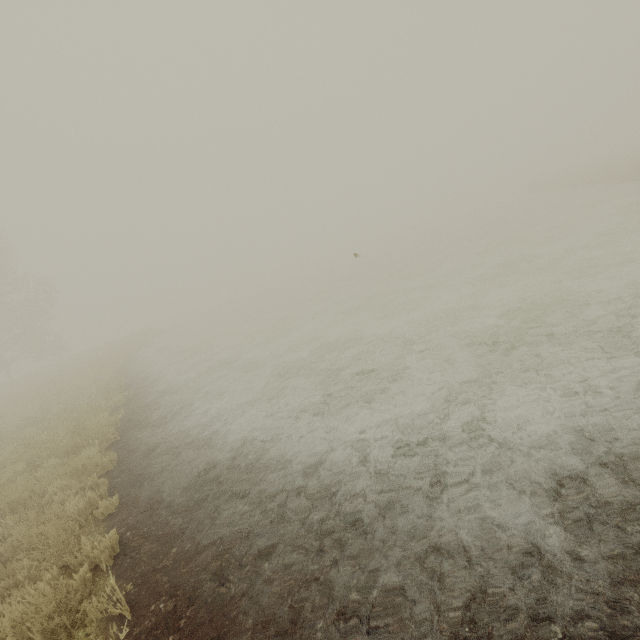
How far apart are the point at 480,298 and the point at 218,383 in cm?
855
